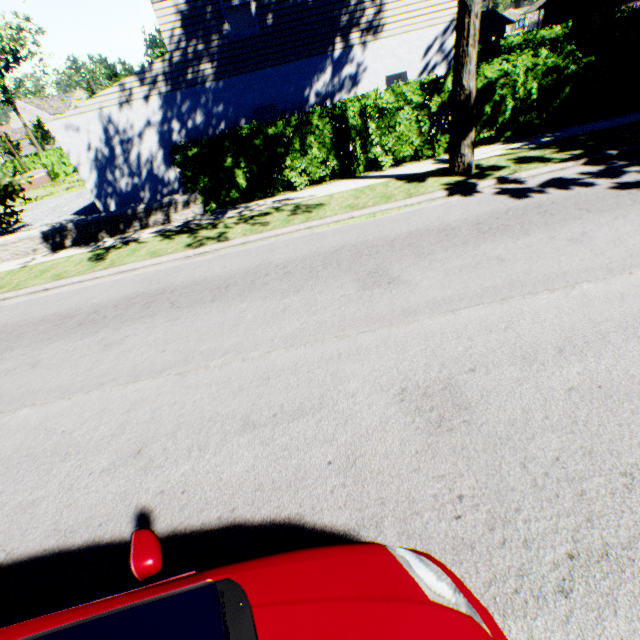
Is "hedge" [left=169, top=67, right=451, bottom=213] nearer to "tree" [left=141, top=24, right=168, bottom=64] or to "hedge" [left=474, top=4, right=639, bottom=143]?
"hedge" [left=474, top=4, right=639, bottom=143]

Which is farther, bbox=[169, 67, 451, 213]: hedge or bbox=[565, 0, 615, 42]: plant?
bbox=[565, 0, 615, 42]: plant

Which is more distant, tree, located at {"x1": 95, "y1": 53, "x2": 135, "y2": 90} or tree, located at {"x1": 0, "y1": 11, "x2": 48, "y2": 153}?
tree, located at {"x1": 0, "y1": 11, "x2": 48, "y2": 153}

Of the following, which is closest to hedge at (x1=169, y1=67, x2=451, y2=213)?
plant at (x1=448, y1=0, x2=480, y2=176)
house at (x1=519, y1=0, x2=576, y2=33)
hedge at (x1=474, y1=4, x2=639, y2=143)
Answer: hedge at (x1=474, y1=4, x2=639, y2=143)

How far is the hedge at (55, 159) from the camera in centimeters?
2984cm

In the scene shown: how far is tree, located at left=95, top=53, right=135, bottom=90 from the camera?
42.3m

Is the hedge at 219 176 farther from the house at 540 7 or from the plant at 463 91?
the house at 540 7

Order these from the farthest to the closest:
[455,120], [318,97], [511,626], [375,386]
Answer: [318,97]
[455,120]
[375,386]
[511,626]
